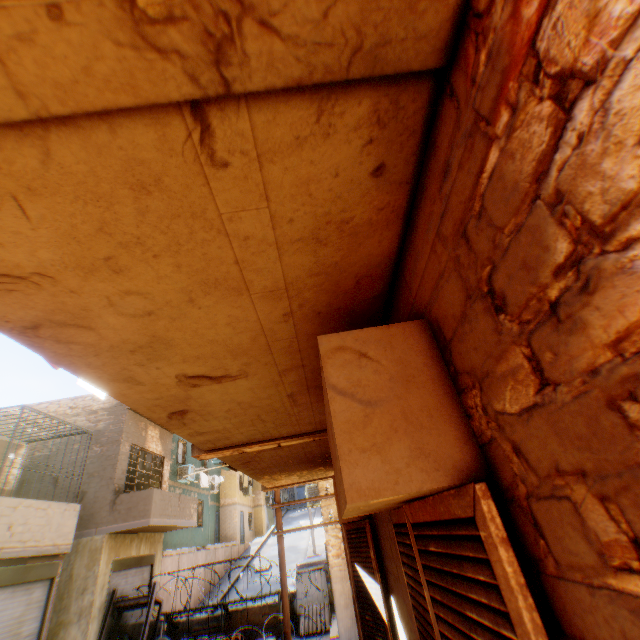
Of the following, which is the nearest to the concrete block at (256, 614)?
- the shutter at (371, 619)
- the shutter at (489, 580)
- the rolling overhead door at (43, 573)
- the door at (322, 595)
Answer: the door at (322, 595)

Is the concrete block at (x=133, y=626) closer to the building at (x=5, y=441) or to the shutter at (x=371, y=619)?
the building at (x=5, y=441)

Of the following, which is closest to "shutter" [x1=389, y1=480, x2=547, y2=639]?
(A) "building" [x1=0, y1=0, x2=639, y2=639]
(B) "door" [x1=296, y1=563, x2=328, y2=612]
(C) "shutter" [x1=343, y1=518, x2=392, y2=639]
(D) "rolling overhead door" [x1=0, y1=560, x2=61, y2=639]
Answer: (A) "building" [x1=0, y1=0, x2=639, y2=639]

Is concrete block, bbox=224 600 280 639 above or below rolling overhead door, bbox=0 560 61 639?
below

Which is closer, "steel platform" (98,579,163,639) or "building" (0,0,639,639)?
"building" (0,0,639,639)

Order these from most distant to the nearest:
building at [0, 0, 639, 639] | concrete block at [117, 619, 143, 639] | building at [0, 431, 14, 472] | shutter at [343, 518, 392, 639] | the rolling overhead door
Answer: concrete block at [117, 619, 143, 639]
building at [0, 431, 14, 472]
the rolling overhead door
shutter at [343, 518, 392, 639]
building at [0, 0, 639, 639]

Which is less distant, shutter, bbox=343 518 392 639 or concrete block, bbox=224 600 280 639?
shutter, bbox=343 518 392 639

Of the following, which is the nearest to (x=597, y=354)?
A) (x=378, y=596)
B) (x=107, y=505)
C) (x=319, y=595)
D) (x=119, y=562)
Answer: (x=378, y=596)
